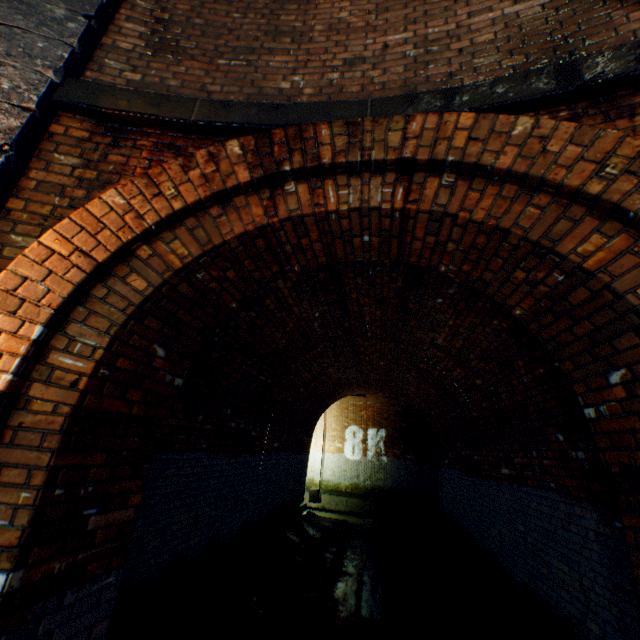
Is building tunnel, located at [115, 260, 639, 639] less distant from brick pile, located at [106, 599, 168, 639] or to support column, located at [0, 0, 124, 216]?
brick pile, located at [106, 599, 168, 639]

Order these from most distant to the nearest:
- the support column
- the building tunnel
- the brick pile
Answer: the building tunnel < the brick pile < the support column

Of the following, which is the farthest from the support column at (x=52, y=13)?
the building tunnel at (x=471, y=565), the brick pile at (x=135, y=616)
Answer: the building tunnel at (x=471, y=565)

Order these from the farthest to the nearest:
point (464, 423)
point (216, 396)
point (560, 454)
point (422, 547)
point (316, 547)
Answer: point (422, 547)
point (316, 547)
point (464, 423)
point (216, 396)
point (560, 454)

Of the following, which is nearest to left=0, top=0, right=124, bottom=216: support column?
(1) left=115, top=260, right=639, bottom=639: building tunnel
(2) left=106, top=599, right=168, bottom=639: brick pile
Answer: (2) left=106, top=599, right=168, bottom=639: brick pile

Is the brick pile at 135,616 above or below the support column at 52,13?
below
